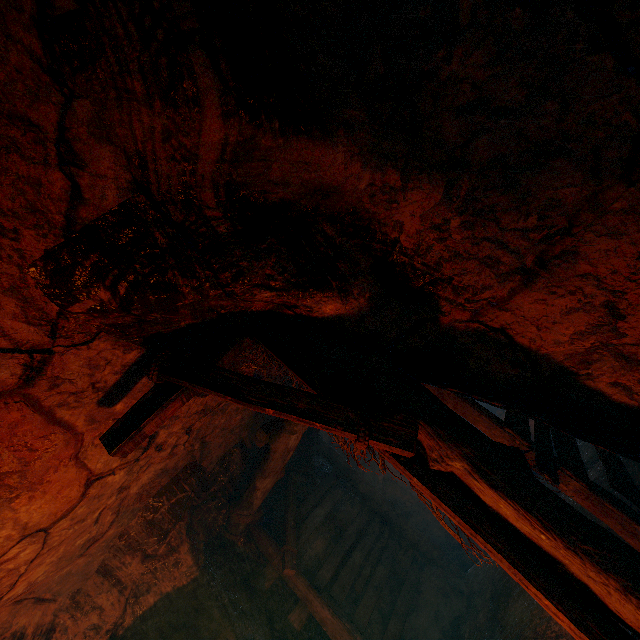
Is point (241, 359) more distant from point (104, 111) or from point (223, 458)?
point (223, 458)
